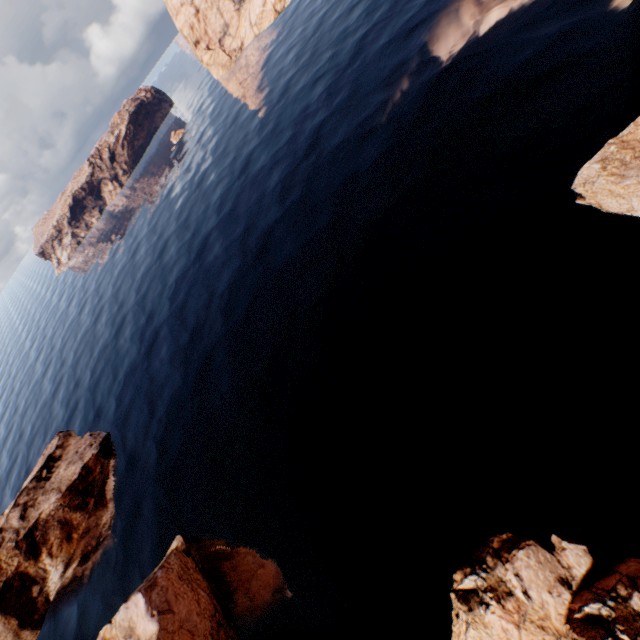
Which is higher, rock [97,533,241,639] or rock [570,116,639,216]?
rock [97,533,241,639]

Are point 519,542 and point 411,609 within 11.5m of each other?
yes

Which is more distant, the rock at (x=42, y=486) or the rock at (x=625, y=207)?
the rock at (x=42, y=486)

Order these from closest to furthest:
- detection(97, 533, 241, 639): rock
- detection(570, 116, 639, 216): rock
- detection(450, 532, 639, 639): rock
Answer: detection(450, 532, 639, 639): rock
detection(570, 116, 639, 216): rock
detection(97, 533, 241, 639): rock

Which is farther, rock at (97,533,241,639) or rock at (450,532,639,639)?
rock at (97,533,241,639)
